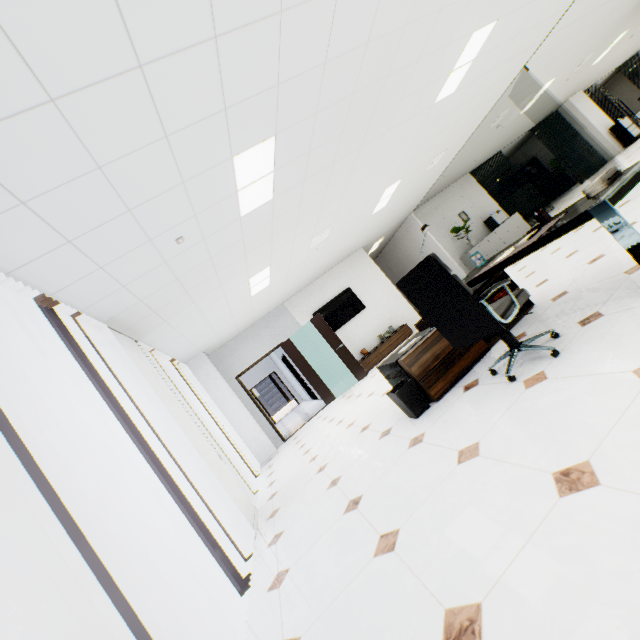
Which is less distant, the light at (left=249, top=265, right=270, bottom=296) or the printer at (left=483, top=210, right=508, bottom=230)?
the light at (left=249, top=265, right=270, bottom=296)

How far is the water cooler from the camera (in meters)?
14.87

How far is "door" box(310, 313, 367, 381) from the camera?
8.3 meters

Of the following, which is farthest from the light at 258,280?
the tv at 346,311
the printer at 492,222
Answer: the printer at 492,222

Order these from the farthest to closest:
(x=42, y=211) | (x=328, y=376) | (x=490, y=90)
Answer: (x=328, y=376) < (x=490, y=90) < (x=42, y=211)

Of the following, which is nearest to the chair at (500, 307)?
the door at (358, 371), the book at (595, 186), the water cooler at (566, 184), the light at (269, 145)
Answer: the book at (595, 186)

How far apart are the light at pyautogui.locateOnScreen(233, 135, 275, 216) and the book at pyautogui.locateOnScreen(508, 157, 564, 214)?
16.9m

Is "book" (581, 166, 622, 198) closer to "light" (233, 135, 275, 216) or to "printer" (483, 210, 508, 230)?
"light" (233, 135, 275, 216)
